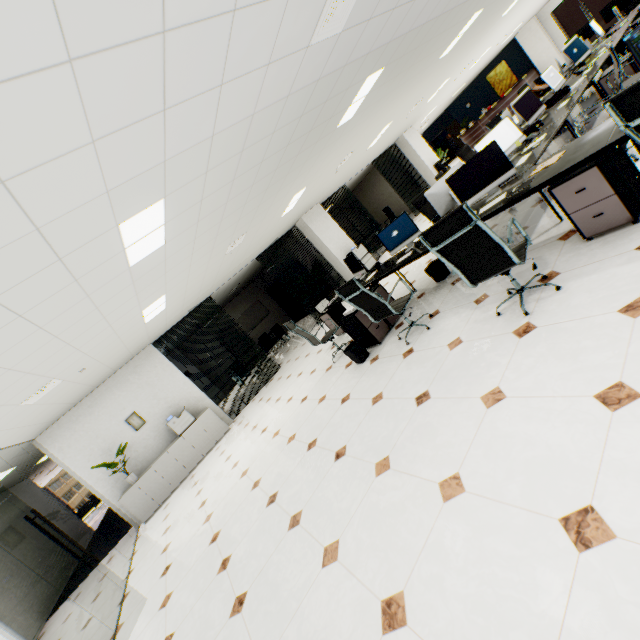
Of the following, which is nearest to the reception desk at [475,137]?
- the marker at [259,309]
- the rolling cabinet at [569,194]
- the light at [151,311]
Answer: the marker at [259,309]

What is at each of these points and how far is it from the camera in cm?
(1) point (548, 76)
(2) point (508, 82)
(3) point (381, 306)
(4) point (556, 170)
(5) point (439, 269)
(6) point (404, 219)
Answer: (1) monitor, 609
(2) picture, 1898
(3) chair, 410
(4) table, 287
(5) trash can, 511
(6) monitor, 490

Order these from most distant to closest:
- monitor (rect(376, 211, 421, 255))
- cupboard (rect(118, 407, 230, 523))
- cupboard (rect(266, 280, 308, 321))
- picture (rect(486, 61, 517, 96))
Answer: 1. picture (rect(486, 61, 517, 96))
2. cupboard (rect(266, 280, 308, 321))
3. cupboard (rect(118, 407, 230, 523))
4. monitor (rect(376, 211, 421, 255))

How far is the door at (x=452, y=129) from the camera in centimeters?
2154cm

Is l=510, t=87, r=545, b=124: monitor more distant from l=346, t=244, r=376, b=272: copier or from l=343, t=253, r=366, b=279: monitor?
l=346, t=244, r=376, b=272: copier

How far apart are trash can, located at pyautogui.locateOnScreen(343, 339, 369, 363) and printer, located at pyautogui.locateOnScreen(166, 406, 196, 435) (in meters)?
4.95

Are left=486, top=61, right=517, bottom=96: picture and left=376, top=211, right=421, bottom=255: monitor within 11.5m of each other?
no

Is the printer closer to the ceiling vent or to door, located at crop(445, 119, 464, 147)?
the ceiling vent
